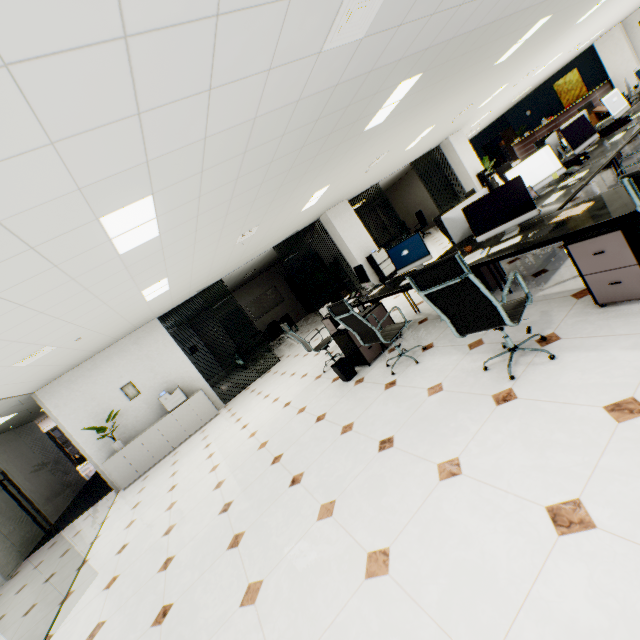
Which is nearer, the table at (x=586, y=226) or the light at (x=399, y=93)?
the table at (x=586, y=226)

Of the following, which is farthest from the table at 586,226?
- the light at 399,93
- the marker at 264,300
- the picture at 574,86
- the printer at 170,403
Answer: the picture at 574,86

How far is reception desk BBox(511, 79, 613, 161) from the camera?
15.5m

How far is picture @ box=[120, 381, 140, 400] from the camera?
8.0m

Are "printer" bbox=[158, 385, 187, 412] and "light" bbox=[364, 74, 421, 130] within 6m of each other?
no

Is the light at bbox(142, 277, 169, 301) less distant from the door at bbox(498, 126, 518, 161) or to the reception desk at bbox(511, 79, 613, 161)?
the reception desk at bbox(511, 79, 613, 161)

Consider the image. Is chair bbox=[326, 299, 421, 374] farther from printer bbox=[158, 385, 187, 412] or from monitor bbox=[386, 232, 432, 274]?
printer bbox=[158, 385, 187, 412]

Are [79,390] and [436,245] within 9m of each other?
no
